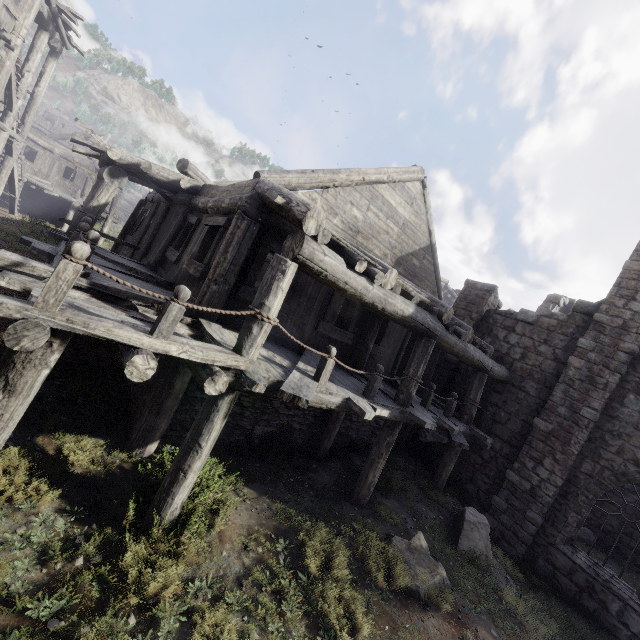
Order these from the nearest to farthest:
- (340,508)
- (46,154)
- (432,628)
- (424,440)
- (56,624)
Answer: (56,624) → (432,628) → (340,508) → (424,440) → (46,154)
